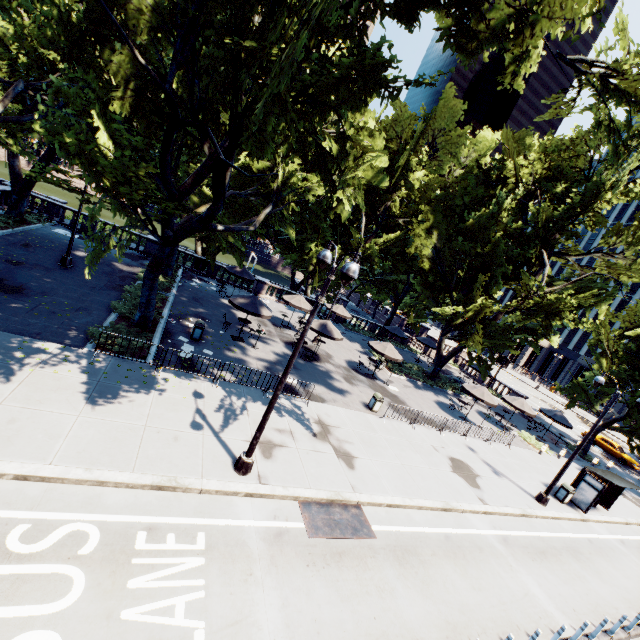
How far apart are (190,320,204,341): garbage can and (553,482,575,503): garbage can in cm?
2153

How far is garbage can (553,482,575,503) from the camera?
17.61m

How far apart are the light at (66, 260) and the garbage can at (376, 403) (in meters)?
19.42

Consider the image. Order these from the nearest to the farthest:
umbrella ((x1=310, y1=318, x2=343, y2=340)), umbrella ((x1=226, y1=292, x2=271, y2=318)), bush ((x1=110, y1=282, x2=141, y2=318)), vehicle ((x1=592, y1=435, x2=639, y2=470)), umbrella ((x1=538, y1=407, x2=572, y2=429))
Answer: bush ((x1=110, y1=282, x2=141, y2=318)), umbrella ((x1=226, y1=292, x2=271, y2=318)), umbrella ((x1=310, y1=318, x2=343, y2=340)), umbrella ((x1=538, y1=407, x2=572, y2=429)), vehicle ((x1=592, y1=435, x2=639, y2=470))

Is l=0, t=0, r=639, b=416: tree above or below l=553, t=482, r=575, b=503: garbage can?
above

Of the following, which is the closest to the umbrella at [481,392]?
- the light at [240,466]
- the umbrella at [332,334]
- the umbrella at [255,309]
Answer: the light at [240,466]

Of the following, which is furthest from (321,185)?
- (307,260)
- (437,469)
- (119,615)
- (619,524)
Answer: (619,524)

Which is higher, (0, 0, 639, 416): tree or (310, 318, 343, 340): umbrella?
(0, 0, 639, 416): tree
